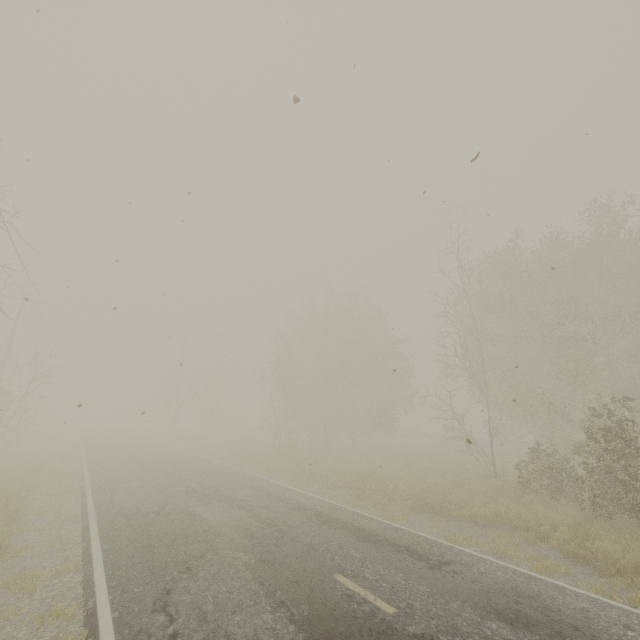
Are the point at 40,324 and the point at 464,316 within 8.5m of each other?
no
